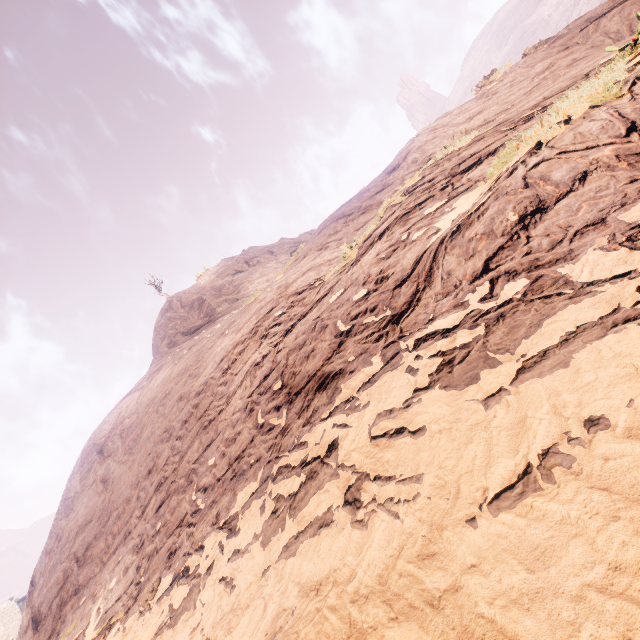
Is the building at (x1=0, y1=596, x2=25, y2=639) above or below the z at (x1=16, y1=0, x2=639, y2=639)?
above

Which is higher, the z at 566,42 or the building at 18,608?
the building at 18,608

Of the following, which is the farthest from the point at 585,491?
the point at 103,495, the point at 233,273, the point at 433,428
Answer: the point at 233,273

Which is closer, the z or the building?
the z

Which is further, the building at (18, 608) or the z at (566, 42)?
the building at (18, 608)
